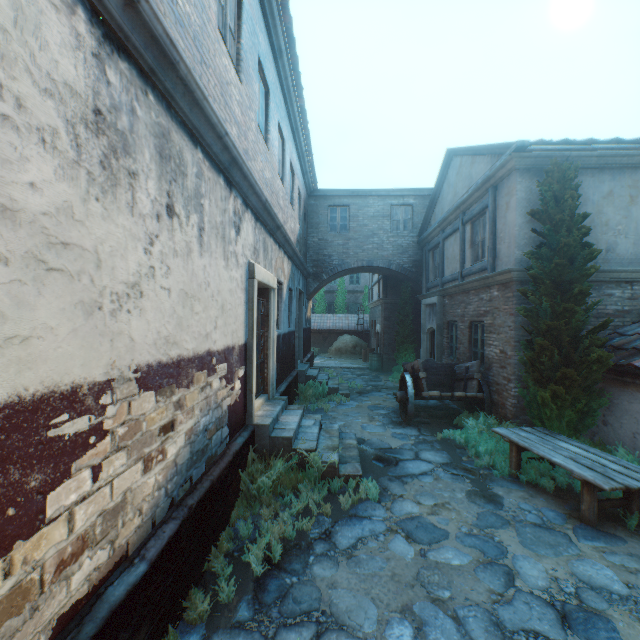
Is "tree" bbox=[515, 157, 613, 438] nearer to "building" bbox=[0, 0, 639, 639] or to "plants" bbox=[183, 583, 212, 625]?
"building" bbox=[0, 0, 639, 639]

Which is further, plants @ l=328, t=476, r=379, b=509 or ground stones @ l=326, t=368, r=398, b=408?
ground stones @ l=326, t=368, r=398, b=408

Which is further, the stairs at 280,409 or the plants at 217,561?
the stairs at 280,409

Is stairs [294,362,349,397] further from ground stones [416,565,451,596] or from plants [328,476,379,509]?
plants [328,476,379,509]

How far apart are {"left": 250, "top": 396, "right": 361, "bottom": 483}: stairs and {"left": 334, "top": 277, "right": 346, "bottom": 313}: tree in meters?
20.9

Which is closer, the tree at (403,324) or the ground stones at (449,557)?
the ground stones at (449,557)

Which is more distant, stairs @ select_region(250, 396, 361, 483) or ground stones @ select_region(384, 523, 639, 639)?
stairs @ select_region(250, 396, 361, 483)

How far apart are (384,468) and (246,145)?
6.23m
